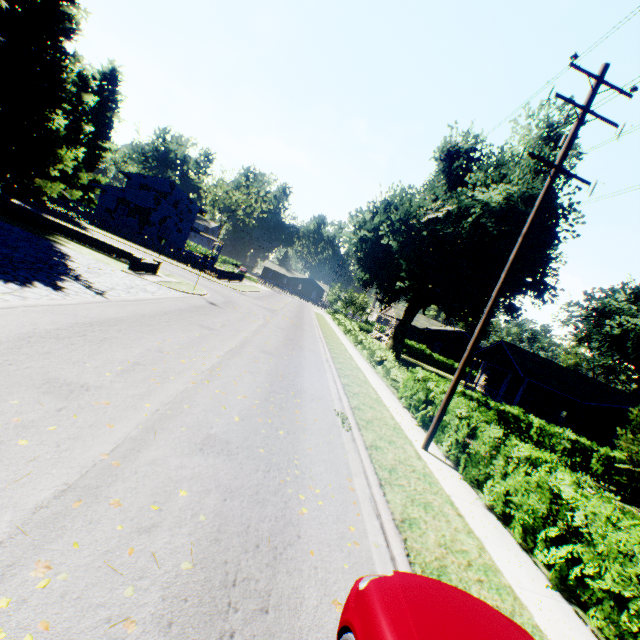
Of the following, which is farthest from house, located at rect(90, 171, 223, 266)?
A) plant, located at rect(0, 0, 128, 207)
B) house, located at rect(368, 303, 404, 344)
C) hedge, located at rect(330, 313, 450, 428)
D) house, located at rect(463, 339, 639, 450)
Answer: house, located at rect(463, 339, 639, 450)

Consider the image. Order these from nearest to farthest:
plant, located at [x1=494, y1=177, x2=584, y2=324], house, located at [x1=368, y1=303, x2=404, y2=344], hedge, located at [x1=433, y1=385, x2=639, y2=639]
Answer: hedge, located at [x1=433, y1=385, x2=639, y2=639] → plant, located at [x1=494, y1=177, x2=584, y2=324] → house, located at [x1=368, y1=303, x2=404, y2=344]

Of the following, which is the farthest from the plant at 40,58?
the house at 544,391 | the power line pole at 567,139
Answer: the power line pole at 567,139

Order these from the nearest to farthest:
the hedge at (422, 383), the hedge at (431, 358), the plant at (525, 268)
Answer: the hedge at (422, 383) < the plant at (525, 268) < the hedge at (431, 358)

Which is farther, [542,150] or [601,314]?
[601,314]

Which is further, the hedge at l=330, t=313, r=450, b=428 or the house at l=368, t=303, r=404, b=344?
the house at l=368, t=303, r=404, b=344

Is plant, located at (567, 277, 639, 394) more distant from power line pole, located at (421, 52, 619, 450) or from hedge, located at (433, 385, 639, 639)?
power line pole, located at (421, 52, 619, 450)

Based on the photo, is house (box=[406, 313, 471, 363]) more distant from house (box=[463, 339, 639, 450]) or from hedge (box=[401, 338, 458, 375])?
hedge (box=[401, 338, 458, 375])
